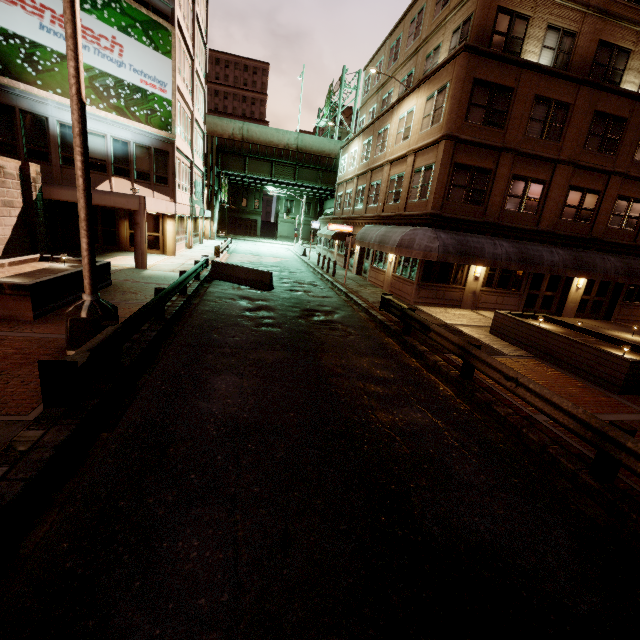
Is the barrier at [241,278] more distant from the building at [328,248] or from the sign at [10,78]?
the sign at [10,78]

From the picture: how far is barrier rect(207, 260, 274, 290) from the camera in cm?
1664

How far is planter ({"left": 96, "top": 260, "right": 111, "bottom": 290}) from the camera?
12.0m

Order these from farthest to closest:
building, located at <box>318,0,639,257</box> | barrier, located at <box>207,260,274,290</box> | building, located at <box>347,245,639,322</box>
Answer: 1. building, located at <box>347,245,639,322</box>
2. barrier, located at <box>207,260,274,290</box>
3. building, located at <box>318,0,639,257</box>

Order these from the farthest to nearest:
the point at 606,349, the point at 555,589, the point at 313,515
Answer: the point at 606,349
the point at 313,515
the point at 555,589

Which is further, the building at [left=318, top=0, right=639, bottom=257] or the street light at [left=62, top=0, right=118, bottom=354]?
the building at [left=318, top=0, right=639, bottom=257]

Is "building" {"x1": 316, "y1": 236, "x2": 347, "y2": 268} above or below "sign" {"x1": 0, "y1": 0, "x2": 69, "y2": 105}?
below

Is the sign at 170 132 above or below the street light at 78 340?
above
